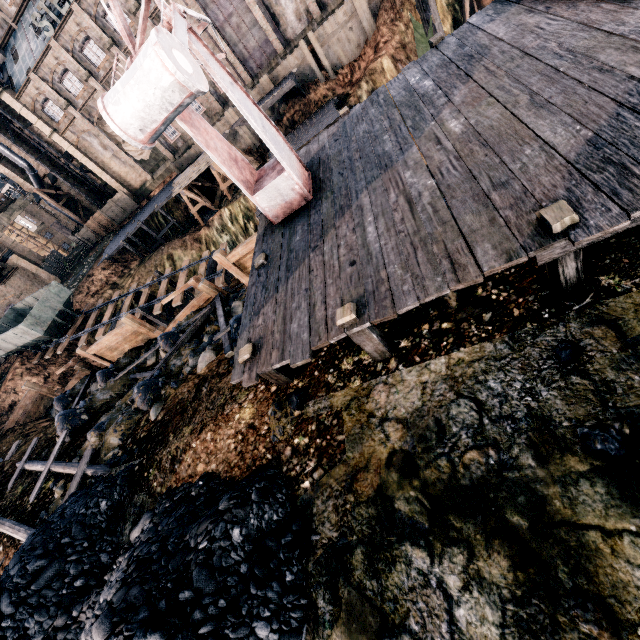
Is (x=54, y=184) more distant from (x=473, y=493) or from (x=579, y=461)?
(x=579, y=461)

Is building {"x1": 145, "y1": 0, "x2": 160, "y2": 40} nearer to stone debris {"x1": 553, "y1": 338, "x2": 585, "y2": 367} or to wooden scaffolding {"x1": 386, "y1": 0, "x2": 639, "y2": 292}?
wooden scaffolding {"x1": 386, "y1": 0, "x2": 639, "y2": 292}

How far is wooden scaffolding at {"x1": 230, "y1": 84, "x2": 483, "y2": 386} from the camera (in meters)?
5.10

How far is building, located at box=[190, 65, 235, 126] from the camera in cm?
3497

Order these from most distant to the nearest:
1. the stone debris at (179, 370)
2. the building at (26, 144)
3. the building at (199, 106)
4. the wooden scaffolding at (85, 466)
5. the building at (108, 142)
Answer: the building at (26, 144), the building at (199, 106), the building at (108, 142), the stone debris at (179, 370), the wooden scaffolding at (85, 466)

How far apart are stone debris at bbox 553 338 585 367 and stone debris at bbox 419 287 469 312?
1.58m

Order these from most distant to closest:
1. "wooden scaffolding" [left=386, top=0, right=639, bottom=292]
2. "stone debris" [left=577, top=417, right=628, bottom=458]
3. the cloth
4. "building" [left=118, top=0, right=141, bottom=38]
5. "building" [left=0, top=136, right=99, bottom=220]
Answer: "building" [left=0, top=136, right=99, bottom=220], "building" [left=118, top=0, right=141, bottom=38], the cloth, "wooden scaffolding" [left=386, top=0, right=639, bottom=292], "stone debris" [left=577, top=417, right=628, bottom=458]

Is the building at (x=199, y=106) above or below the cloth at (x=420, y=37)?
above
